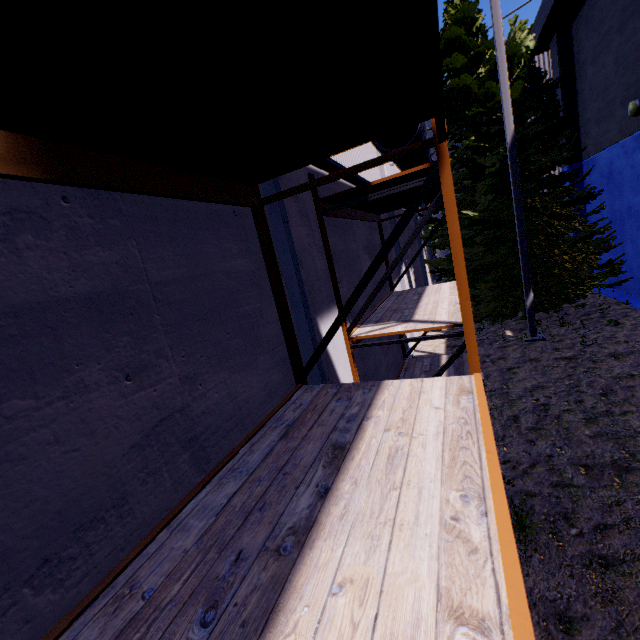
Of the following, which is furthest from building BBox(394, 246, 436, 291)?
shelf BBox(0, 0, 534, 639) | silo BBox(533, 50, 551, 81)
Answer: silo BBox(533, 50, 551, 81)

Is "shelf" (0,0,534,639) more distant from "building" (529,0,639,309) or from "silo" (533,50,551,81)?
"silo" (533,50,551,81)

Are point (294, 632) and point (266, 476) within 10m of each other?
yes

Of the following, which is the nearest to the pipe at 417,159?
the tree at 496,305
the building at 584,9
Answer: the building at 584,9

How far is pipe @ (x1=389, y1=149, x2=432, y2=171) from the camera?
7.81m

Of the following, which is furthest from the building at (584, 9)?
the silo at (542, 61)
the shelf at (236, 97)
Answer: the silo at (542, 61)

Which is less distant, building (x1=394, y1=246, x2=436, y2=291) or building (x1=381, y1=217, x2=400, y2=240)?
building (x1=381, y1=217, x2=400, y2=240)

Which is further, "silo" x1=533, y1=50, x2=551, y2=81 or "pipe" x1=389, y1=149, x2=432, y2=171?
"silo" x1=533, y1=50, x2=551, y2=81
